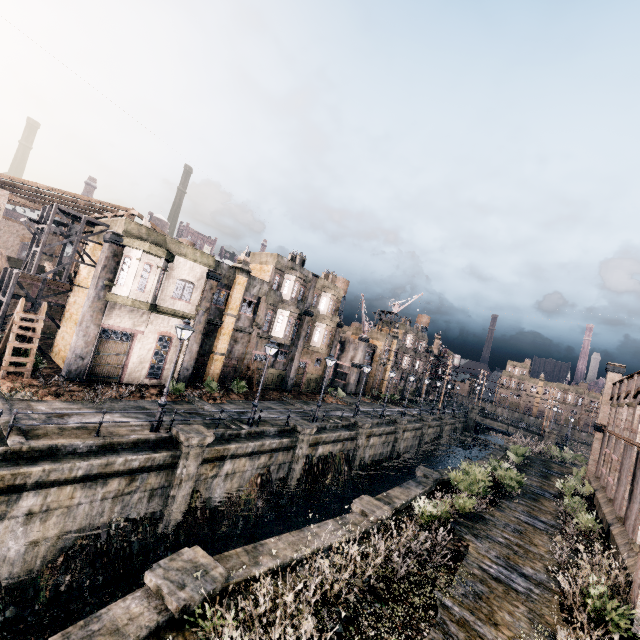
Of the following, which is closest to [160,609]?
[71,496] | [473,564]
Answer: [71,496]

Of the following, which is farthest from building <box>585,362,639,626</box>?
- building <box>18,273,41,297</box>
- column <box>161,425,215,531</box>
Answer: building <box>18,273,41,297</box>

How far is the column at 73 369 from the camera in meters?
19.7

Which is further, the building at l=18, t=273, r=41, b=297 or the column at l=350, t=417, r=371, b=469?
the column at l=350, t=417, r=371, b=469

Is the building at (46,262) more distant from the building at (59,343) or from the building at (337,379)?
the building at (337,379)

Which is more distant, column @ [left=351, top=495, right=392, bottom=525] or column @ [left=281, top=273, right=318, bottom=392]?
column @ [left=281, top=273, right=318, bottom=392]

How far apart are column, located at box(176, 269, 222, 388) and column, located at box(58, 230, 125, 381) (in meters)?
5.99

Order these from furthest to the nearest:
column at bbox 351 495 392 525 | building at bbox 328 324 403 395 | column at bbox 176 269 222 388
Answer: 1. building at bbox 328 324 403 395
2. column at bbox 176 269 222 388
3. column at bbox 351 495 392 525
